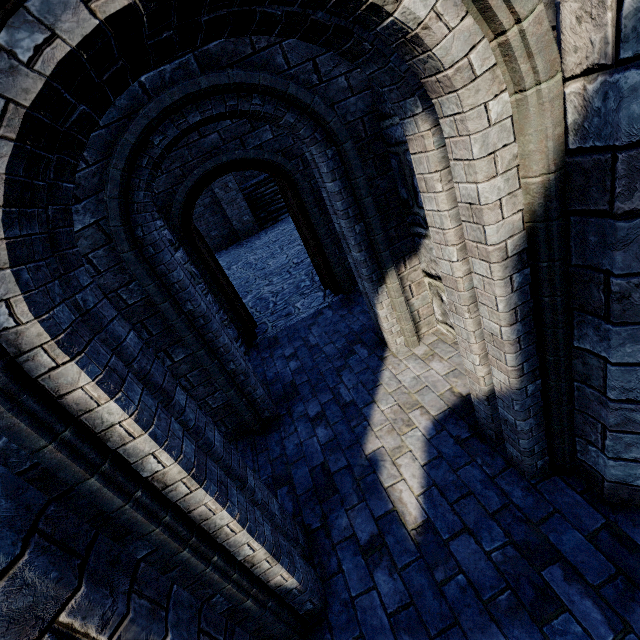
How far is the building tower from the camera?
6.3 meters

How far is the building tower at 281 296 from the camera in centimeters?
627cm

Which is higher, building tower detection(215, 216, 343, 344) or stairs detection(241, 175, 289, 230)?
stairs detection(241, 175, 289, 230)

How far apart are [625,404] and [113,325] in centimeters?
253cm

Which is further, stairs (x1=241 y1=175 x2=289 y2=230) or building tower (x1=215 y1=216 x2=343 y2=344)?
stairs (x1=241 y1=175 x2=289 y2=230)

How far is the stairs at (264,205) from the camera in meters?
15.3 m

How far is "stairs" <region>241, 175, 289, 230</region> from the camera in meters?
15.3
